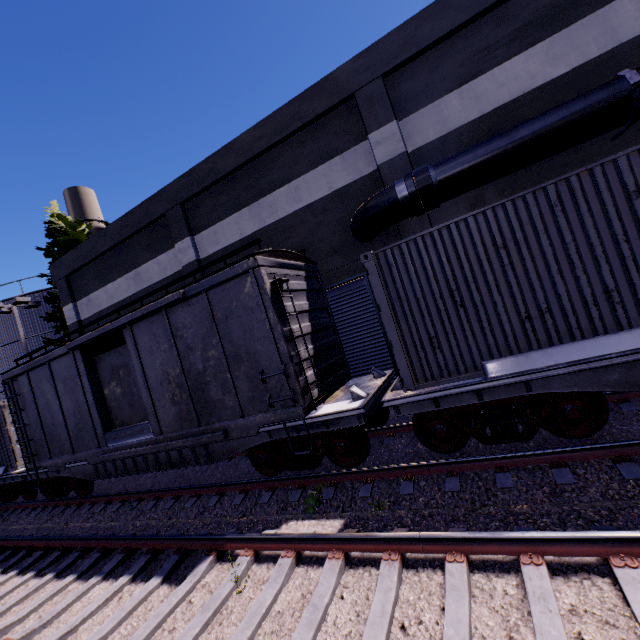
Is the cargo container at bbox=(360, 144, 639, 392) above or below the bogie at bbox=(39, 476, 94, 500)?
above

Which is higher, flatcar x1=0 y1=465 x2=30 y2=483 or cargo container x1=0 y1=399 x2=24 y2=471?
cargo container x1=0 y1=399 x2=24 y2=471

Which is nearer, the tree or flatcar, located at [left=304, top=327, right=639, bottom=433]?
flatcar, located at [left=304, top=327, right=639, bottom=433]

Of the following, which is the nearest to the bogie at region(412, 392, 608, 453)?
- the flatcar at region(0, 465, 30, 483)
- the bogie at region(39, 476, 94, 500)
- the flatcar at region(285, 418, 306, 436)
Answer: the flatcar at region(285, 418, 306, 436)

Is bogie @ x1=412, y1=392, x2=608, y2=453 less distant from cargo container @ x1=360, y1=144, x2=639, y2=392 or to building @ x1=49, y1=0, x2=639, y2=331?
cargo container @ x1=360, y1=144, x2=639, y2=392

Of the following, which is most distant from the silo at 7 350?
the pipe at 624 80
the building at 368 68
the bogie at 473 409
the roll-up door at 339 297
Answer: the bogie at 473 409

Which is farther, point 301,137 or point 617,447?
point 301,137

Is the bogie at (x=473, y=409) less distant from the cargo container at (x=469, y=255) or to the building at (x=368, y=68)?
the cargo container at (x=469, y=255)
